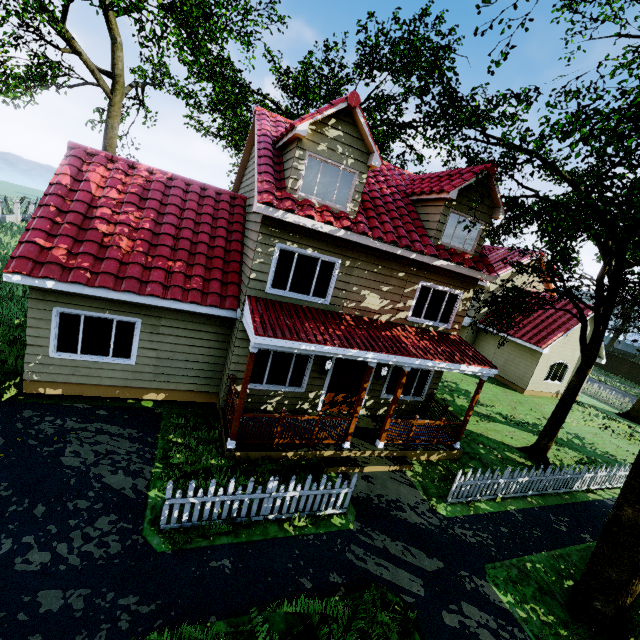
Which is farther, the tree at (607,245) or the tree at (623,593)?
the tree at (607,245)

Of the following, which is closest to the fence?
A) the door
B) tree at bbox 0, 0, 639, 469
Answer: tree at bbox 0, 0, 639, 469

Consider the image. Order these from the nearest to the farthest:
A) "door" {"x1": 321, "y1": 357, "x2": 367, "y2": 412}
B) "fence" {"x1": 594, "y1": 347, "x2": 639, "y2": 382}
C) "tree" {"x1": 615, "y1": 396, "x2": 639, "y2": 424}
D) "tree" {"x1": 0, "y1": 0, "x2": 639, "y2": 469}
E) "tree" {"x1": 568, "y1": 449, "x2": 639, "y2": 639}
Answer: "tree" {"x1": 568, "y1": 449, "x2": 639, "y2": 639} → "tree" {"x1": 0, "y1": 0, "x2": 639, "y2": 469} → "door" {"x1": 321, "y1": 357, "x2": 367, "y2": 412} → "tree" {"x1": 615, "y1": 396, "x2": 639, "y2": 424} → "fence" {"x1": 594, "y1": 347, "x2": 639, "y2": 382}

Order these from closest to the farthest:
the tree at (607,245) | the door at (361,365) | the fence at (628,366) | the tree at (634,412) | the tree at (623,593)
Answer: the tree at (623,593), the tree at (607,245), the door at (361,365), the tree at (634,412), the fence at (628,366)

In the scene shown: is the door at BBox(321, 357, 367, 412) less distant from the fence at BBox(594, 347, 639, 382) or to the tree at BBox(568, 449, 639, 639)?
the fence at BBox(594, 347, 639, 382)

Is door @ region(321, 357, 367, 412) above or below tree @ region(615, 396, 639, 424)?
above

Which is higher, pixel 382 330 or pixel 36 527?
pixel 382 330

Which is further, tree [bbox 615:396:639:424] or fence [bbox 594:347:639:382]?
fence [bbox 594:347:639:382]
